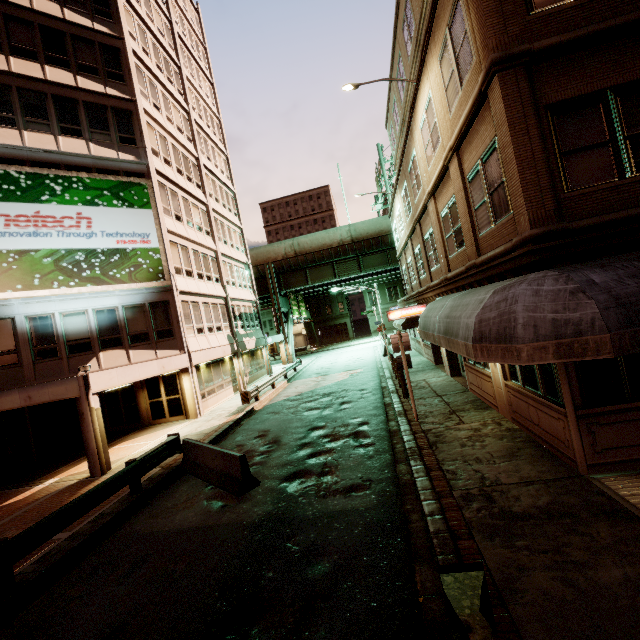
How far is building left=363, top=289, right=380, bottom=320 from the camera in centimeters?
5831cm

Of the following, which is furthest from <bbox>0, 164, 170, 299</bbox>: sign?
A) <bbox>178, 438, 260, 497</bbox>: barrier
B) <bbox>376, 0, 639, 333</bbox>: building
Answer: <bbox>376, 0, 639, 333</bbox>: building

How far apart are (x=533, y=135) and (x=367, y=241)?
32.37m

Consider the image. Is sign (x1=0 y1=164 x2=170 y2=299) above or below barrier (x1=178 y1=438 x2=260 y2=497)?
above

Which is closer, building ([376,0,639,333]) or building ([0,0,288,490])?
building ([376,0,639,333])

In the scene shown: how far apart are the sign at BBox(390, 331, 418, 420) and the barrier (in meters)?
5.39

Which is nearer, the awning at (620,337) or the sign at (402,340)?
the awning at (620,337)

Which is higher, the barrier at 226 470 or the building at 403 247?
the building at 403 247
